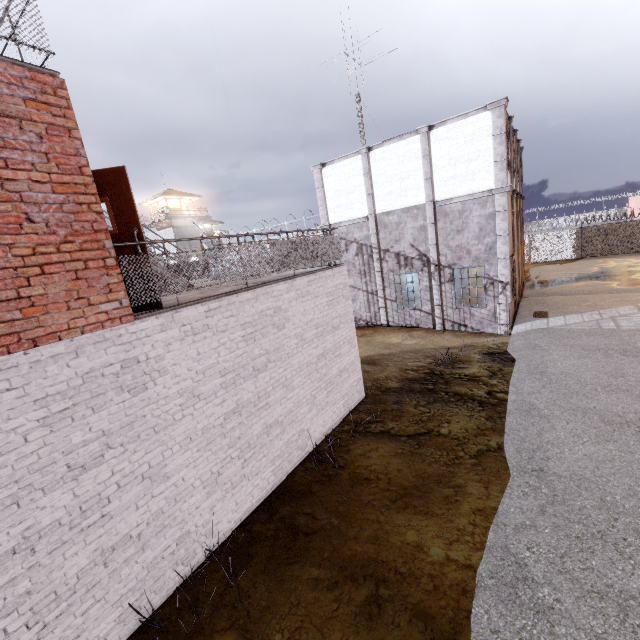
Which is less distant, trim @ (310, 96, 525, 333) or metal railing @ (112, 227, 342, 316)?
metal railing @ (112, 227, 342, 316)

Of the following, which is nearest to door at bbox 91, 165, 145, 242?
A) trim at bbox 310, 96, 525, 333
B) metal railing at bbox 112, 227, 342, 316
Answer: metal railing at bbox 112, 227, 342, 316

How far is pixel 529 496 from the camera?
5.5m

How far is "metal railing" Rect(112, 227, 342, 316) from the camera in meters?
5.0 m

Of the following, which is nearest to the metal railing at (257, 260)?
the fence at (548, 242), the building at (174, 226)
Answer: the fence at (548, 242)

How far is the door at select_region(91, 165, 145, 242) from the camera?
4.7m

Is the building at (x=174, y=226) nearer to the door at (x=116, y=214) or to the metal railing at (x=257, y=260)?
the metal railing at (x=257, y=260)

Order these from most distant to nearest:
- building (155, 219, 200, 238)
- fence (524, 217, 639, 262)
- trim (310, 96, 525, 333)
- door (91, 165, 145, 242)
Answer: building (155, 219, 200, 238) → fence (524, 217, 639, 262) → trim (310, 96, 525, 333) → door (91, 165, 145, 242)
